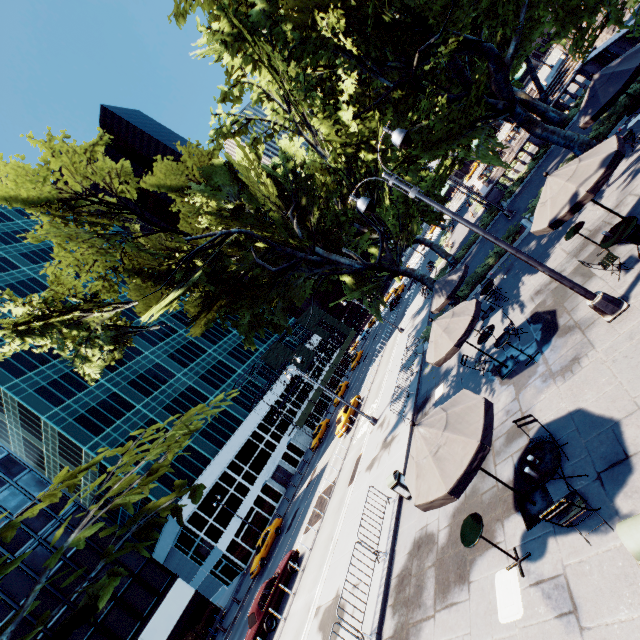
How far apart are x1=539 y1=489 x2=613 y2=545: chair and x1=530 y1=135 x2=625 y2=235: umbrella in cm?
613

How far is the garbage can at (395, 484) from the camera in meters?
12.0 m

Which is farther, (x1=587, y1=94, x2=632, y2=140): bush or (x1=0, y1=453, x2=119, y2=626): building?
(x1=0, y1=453, x2=119, y2=626): building

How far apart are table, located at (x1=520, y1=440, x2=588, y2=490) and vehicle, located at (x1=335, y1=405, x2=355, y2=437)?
24.36m

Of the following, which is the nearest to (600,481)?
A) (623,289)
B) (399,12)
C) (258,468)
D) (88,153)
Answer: (623,289)

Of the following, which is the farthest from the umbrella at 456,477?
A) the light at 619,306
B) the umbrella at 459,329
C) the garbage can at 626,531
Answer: the light at 619,306

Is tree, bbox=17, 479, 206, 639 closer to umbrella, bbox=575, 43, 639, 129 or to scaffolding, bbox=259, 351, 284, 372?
umbrella, bbox=575, 43, 639, 129

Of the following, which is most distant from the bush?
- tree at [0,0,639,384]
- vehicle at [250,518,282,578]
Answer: vehicle at [250,518,282,578]
